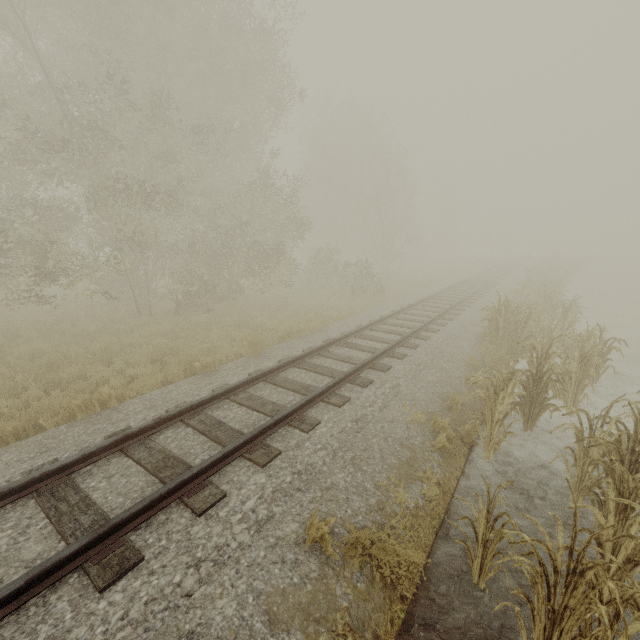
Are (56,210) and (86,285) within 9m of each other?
no
